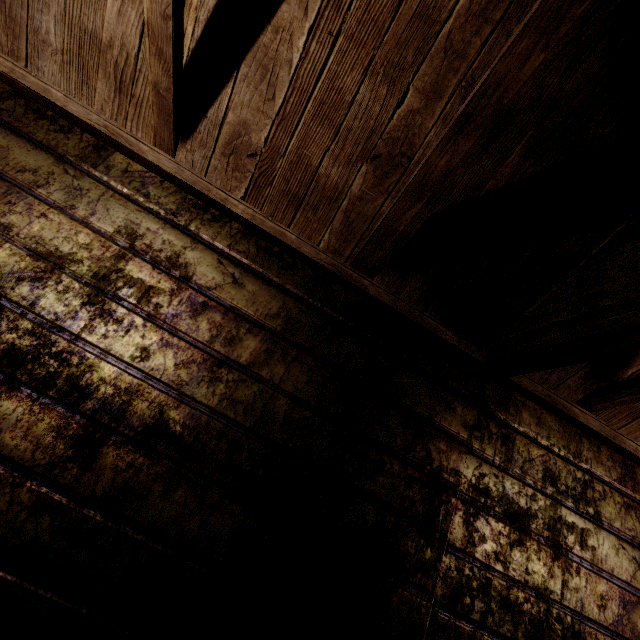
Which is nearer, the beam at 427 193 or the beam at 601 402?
the beam at 427 193

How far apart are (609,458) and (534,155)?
1.4m

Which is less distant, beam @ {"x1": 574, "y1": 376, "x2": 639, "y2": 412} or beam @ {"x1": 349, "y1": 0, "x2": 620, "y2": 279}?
beam @ {"x1": 349, "y1": 0, "x2": 620, "y2": 279}
